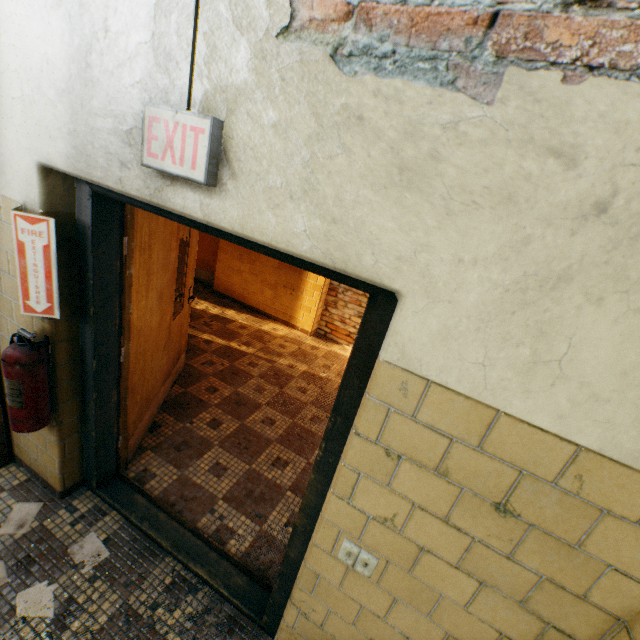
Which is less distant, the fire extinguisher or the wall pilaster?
the wall pilaster

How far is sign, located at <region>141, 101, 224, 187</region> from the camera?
1.00m

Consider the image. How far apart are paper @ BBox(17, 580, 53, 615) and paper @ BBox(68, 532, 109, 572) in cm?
14

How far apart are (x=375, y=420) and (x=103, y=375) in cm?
183

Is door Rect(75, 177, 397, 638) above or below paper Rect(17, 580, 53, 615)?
above

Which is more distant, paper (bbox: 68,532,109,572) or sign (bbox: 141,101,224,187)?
paper (bbox: 68,532,109,572)

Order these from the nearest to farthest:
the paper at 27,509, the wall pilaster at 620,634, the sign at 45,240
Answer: the wall pilaster at 620,634 < the sign at 45,240 < the paper at 27,509

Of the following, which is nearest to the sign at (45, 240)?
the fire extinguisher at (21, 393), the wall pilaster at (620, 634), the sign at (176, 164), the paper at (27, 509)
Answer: the fire extinguisher at (21, 393)
